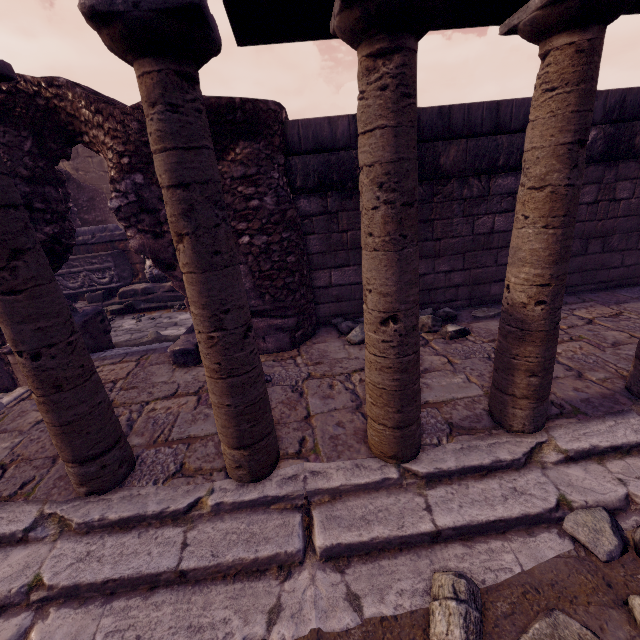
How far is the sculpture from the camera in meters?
8.5

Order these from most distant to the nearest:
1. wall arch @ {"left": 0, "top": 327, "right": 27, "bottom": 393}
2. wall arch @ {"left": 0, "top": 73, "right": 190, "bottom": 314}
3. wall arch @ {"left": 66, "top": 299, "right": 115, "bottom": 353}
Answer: wall arch @ {"left": 66, "top": 299, "right": 115, "bottom": 353}
wall arch @ {"left": 0, "top": 327, "right": 27, "bottom": 393}
wall arch @ {"left": 0, "top": 73, "right": 190, "bottom": 314}

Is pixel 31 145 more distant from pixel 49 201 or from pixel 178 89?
pixel 178 89

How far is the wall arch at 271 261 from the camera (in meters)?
3.19

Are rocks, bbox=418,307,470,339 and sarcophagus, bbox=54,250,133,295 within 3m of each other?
no

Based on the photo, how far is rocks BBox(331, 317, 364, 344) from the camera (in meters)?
3.96

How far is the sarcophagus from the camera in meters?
8.0

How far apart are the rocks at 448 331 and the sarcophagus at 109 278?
7.38m
